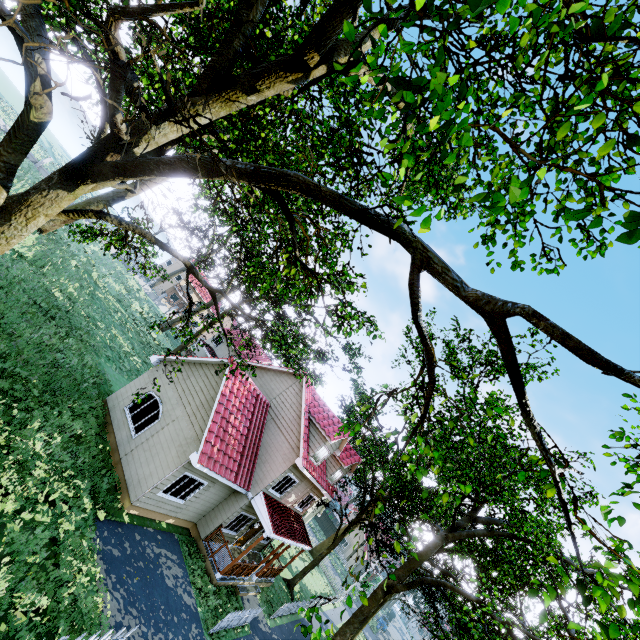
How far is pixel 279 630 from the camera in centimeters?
1822cm

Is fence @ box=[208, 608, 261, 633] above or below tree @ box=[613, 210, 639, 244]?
below

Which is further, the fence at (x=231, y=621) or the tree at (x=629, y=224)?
the fence at (x=231, y=621)

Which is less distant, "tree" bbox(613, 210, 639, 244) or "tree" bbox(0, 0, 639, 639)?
"tree" bbox(613, 210, 639, 244)

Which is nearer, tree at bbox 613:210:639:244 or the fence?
tree at bbox 613:210:639:244

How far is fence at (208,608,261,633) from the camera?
12.8m

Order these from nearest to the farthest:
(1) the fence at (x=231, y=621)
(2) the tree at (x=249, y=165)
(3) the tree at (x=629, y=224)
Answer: (3) the tree at (x=629, y=224) → (2) the tree at (x=249, y=165) → (1) the fence at (x=231, y=621)
